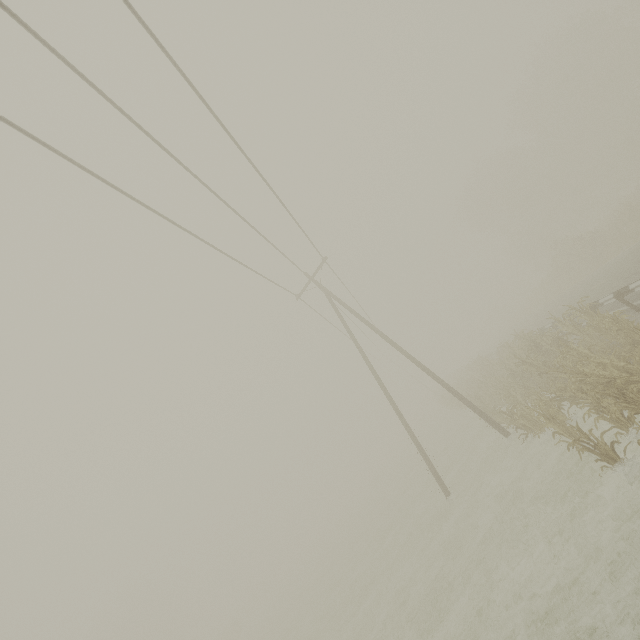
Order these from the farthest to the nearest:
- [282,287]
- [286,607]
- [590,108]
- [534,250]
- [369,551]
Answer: [534,250] < [590,108] < [286,607] < [369,551] < [282,287]

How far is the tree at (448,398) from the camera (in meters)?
28.26

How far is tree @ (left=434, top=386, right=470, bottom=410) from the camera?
28.3 meters

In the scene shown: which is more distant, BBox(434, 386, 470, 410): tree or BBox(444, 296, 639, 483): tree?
BBox(434, 386, 470, 410): tree

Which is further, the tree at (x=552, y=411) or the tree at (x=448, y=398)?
the tree at (x=448, y=398)
